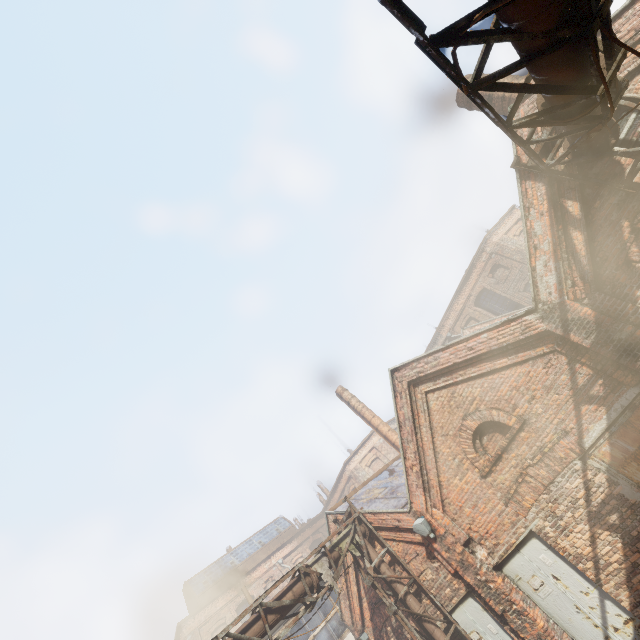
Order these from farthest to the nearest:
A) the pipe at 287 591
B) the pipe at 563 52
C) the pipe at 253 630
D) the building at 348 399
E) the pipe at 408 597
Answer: the building at 348 399 < the pipe at 408 597 < the pipe at 287 591 < the pipe at 253 630 < the pipe at 563 52

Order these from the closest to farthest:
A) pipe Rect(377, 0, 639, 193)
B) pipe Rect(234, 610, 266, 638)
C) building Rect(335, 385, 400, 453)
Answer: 1. pipe Rect(377, 0, 639, 193)
2. pipe Rect(234, 610, 266, 638)
3. building Rect(335, 385, 400, 453)

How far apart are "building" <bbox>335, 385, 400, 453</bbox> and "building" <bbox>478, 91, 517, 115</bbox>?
15.0 meters

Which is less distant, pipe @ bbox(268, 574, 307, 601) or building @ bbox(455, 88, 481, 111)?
pipe @ bbox(268, 574, 307, 601)

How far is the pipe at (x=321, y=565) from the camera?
9.2 meters

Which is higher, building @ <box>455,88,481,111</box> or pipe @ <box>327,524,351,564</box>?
building @ <box>455,88,481,111</box>

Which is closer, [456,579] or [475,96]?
[475,96]
